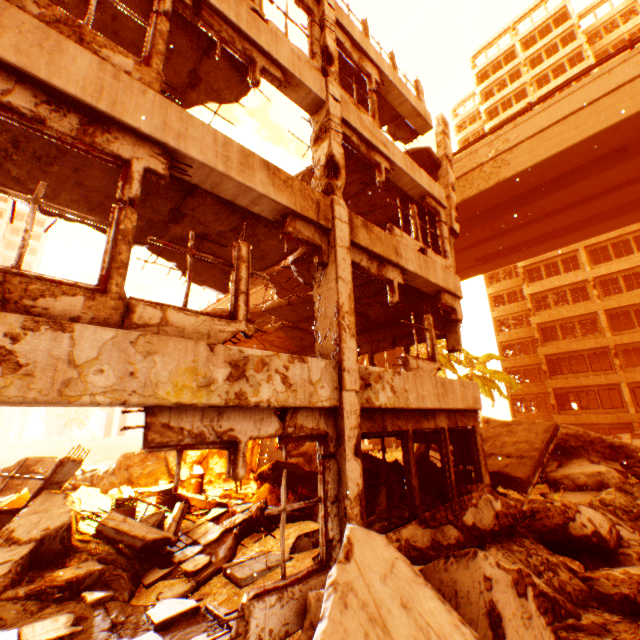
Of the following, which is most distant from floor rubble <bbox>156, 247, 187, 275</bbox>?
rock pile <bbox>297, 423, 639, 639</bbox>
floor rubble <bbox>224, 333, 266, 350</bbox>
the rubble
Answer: the rubble

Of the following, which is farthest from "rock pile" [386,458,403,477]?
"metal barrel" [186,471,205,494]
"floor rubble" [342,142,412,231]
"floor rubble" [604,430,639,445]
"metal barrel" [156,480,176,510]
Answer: "floor rubble" [342,142,412,231]

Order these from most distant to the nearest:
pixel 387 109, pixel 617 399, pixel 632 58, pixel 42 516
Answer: Result: pixel 617 399, pixel 632 58, pixel 387 109, pixel 42 516

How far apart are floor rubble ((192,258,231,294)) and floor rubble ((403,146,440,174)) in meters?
5.6 m

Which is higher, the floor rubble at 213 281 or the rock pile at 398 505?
the floor rubble at 213 281

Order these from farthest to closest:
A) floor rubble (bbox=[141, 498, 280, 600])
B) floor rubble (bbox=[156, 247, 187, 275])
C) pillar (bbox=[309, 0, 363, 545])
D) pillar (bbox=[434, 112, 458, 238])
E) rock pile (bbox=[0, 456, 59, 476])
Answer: rock pile (bbox=[0, 456, 59, 476]), pillar (bbox=[434, 112, 458, 238]), floor rubble (bbox=[156, 247, 187, 275]), floor rubble (bbox=[141, 498, 280, 600]), pillar (bbox=[309, 0, 363, 545])

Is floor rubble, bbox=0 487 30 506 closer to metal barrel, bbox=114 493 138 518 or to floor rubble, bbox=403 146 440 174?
metal barrel, bbox=114 493 138 518

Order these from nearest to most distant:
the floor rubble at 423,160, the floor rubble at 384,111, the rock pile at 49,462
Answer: the floor rubble at 384,111 < the floor rubble at 423,160 < the rock pile at 49,462
